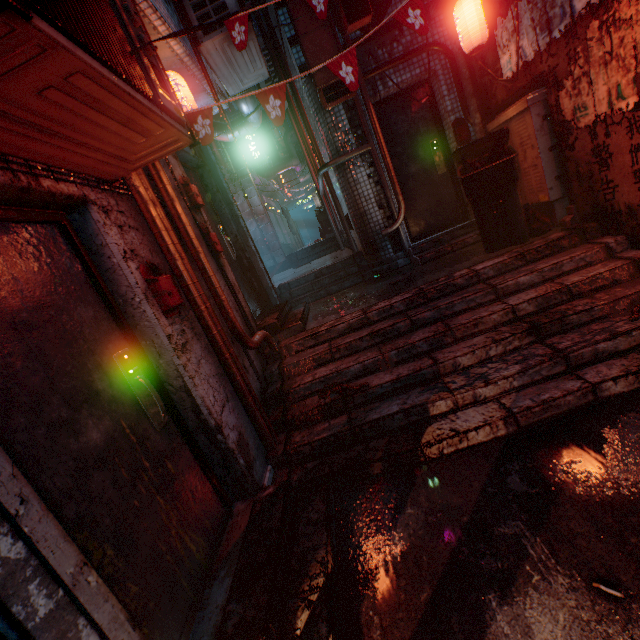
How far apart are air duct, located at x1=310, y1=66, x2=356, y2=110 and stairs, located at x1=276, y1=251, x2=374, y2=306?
2.2 meters

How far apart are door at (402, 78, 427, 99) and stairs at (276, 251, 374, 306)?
0.73m

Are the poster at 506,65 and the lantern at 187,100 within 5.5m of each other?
yes

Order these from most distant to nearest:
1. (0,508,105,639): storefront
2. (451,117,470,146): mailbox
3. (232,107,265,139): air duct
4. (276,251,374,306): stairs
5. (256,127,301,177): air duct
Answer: (256,127,301,177): air duct, (232,107,265,139): air duct, (276,251,374,306): stairs, (451,117,470,146): mailbox, (0,508,105,639): storefront

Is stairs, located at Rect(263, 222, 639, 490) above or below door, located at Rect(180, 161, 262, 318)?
below

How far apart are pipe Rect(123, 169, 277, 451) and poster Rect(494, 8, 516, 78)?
2.95m

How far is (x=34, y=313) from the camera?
1.35m

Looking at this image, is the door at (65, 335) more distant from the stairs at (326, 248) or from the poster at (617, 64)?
the stairs at (326, 248)
